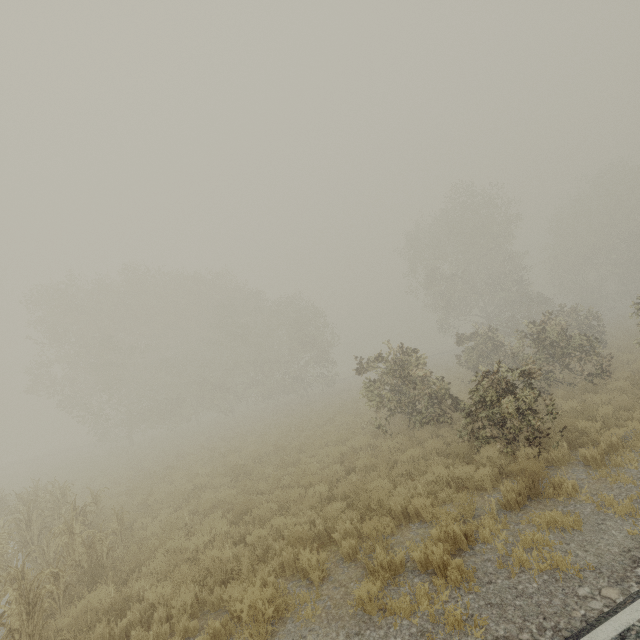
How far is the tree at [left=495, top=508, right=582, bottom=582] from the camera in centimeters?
454cm

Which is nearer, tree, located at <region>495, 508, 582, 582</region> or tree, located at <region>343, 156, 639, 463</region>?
tree, located at <region>495, 508, 582, 582</region>

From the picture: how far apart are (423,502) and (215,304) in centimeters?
3170cm

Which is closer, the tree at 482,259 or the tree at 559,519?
the tree at 559,519

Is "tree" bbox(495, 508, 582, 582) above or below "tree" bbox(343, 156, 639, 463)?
below

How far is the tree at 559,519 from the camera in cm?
454
